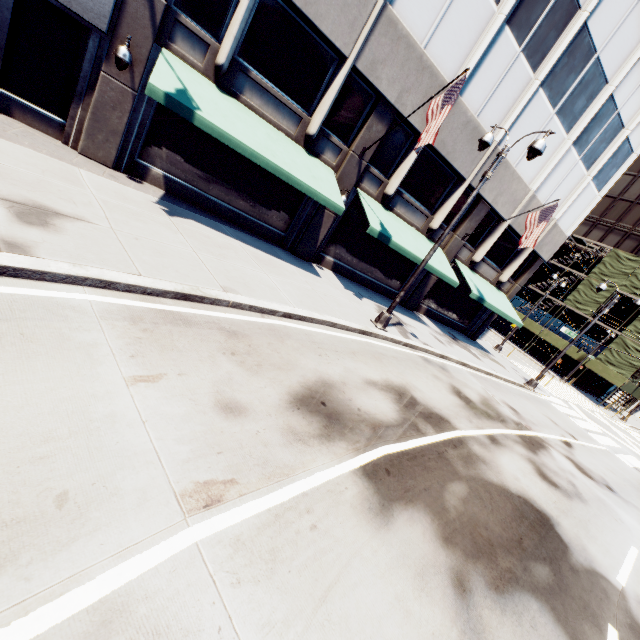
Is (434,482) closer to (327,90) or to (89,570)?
(89,570)

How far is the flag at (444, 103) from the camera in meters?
9.9

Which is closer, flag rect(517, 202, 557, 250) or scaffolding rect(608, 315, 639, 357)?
flag rect(517, 202, 557, 250)

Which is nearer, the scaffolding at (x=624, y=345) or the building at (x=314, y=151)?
the building at (x=314, y=151)

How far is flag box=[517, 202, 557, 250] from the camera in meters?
14.6 m

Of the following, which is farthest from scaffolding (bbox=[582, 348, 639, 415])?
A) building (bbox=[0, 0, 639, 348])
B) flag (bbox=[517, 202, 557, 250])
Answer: flag (bbox=[517, 202, 557, 250])

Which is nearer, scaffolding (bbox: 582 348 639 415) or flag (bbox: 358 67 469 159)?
flag (bbox: 358 67 469 159)

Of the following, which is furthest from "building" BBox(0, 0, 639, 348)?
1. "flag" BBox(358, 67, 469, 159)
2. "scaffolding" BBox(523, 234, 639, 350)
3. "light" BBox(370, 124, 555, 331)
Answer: "scaffolding" BBox(523, 234, 639, 350)
